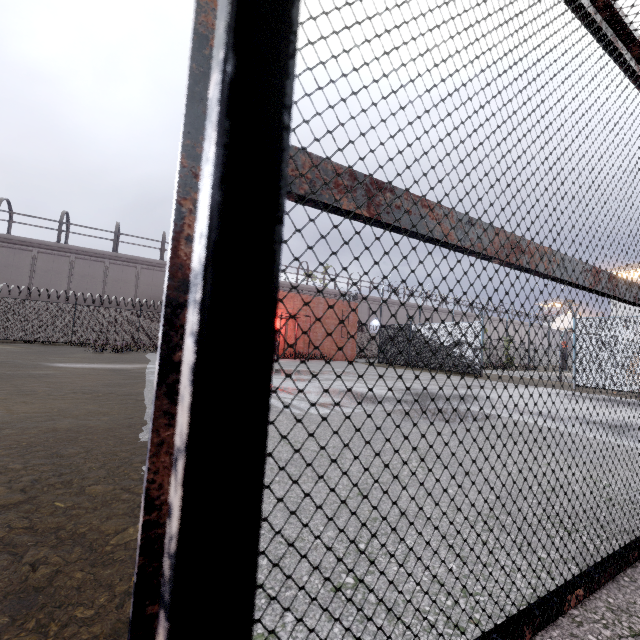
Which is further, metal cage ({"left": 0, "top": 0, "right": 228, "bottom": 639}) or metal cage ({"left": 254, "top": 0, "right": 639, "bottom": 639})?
metal cage ({"left": 254, "top": 0, "right": 639, "bottom": 639})

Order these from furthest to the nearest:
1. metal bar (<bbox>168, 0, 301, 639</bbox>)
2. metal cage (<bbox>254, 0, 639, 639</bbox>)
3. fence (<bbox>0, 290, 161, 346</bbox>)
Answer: fence (<bbox>0, 290, 161, 346</bbox>), metal cage (<bbox>254, 0, 639, 639</bbox>), metal bar (<bbox>168, 0, 301, 639</bbox>)

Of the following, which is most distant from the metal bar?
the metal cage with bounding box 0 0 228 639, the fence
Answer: the fence

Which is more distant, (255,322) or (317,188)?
(317,188)

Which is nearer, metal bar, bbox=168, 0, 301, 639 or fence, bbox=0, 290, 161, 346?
metal bar, bbox=168, 0, 301, 639

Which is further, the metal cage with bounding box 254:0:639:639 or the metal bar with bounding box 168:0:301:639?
the metal cage with bounding box 254:0:639:639

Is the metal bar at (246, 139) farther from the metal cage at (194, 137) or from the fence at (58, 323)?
the fence at (58, 323)
